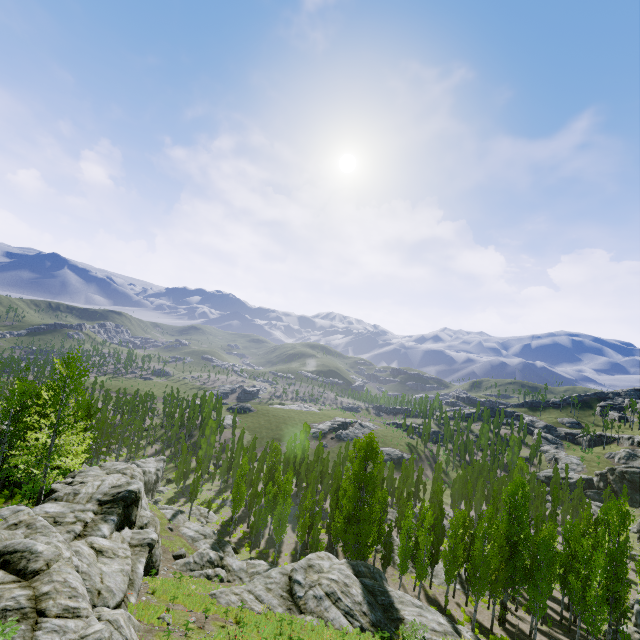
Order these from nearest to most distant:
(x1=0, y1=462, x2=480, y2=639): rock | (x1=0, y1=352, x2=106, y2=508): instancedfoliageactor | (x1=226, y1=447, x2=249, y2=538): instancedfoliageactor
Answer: (x1=0, y1=462, x2=480, y2=639): rock < (x1=0, y1=352, x2=106, y2=508): instancedfoliageactor < (x1=226, y1=447, x2=249, y2=538): instancedfoliageactor

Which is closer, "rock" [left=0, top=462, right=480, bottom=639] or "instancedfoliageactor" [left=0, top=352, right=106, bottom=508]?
"rock" [left=0, top=462, right=480, bottom=639]

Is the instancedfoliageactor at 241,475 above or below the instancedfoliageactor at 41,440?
below

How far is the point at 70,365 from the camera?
24.2m

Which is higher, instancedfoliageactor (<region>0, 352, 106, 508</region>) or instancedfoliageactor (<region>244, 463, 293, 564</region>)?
instancedfoliageactor (<region>0, 352, 106, 508</region>)

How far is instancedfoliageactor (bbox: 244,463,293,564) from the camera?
40.5 meters

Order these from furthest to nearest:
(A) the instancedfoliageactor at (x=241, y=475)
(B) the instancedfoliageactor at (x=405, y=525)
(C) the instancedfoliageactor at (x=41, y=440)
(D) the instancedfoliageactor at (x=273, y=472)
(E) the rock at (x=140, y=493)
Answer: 1. (A) the instancedfoliageactor at (x=241, y=475)
2. (D) the instancedfoliageactor at (x=273, y=472)
3. (B) the instancedfoliageactor at (x=405, y=525)
4. (C) the instancedfoliageactor at (x=41, y=440)
5. (E) the rock at (x=140, y=493)
